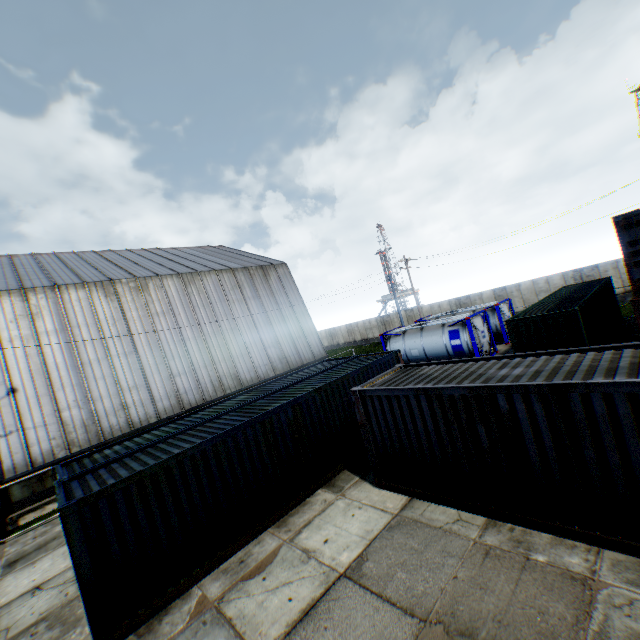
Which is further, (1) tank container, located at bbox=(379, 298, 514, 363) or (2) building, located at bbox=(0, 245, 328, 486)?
(1) tank container, located at bbox=(379, 298, 514, 363)

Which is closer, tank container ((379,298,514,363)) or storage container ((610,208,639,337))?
storage container ((610,208,639,337))

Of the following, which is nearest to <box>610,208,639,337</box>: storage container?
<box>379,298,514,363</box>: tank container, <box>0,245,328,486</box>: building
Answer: <box>379,298,514,363</box>: tank container

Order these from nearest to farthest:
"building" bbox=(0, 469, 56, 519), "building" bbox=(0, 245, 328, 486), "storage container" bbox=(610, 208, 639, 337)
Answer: "storage container" bbox=(610, 208, 639, 337) < "building" bbox=(0, 469, 56, 519) < "building" bbox=(0, 245, 328, 486)

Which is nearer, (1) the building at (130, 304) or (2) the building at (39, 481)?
(2) the building at (39, 481)

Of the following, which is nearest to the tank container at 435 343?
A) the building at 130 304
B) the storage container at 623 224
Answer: the building at 130 304

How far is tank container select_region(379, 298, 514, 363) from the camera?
20.0 meters

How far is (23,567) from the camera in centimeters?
1051cm
